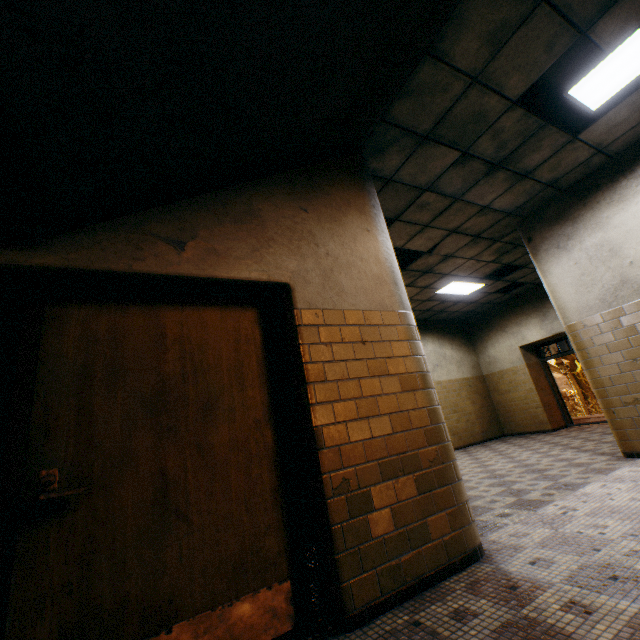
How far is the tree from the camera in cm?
1927

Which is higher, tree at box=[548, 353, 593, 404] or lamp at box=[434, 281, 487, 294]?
lamp at box=[434, 281, 487, 294]

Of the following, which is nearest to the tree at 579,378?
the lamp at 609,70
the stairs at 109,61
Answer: the stairs at 109,61

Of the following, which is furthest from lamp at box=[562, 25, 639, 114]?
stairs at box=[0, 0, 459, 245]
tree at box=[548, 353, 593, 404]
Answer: tree at box=[548, 353, 593, 404]

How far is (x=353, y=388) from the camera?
2.4m

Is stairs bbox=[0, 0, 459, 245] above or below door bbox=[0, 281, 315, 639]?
above

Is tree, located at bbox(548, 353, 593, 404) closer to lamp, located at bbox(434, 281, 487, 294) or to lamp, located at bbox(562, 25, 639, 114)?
lamp, located at bbox(562, 25, 639, 114)

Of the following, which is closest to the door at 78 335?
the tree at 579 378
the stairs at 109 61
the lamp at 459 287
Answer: the stairs at 109 61
